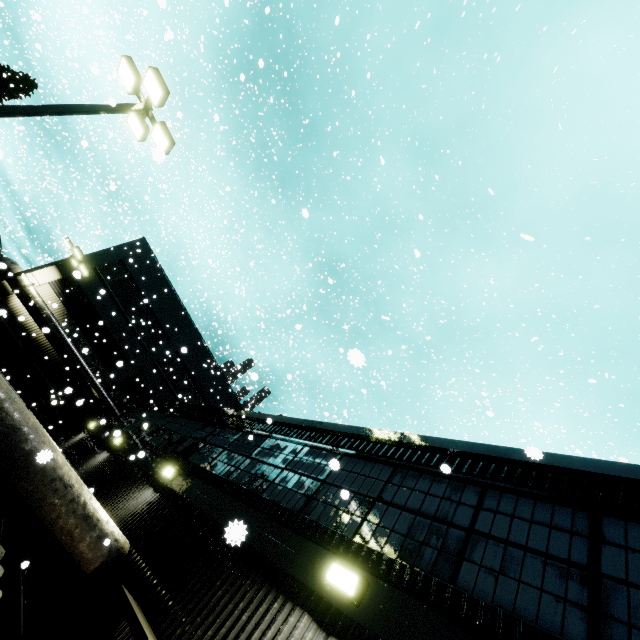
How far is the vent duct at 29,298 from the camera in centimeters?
1898cm

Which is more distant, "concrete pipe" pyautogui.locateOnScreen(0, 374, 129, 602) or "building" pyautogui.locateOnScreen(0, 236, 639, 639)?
"concrete pipe" pyautogui.locateOnScreen(0, 374, 129, 602)

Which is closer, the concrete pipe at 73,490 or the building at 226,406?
the building at 226,406

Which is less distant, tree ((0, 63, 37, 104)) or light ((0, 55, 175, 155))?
light ((0, 55, 175, 155))

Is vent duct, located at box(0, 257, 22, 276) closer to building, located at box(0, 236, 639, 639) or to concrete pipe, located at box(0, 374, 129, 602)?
building, located at box(0, 236, 639, 639)

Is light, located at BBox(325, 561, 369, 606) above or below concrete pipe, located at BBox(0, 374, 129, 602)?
above

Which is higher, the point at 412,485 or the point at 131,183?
the point at 131,183

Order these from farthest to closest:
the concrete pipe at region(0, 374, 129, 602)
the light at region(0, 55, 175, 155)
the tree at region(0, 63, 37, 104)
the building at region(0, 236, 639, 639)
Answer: the tree at region(0, 63, 37, 104), the light at region(0, 55, 175, 155), the concrete pipe at region(0, 374, 129, 602), the building at region(0, 236, 639, 639)
